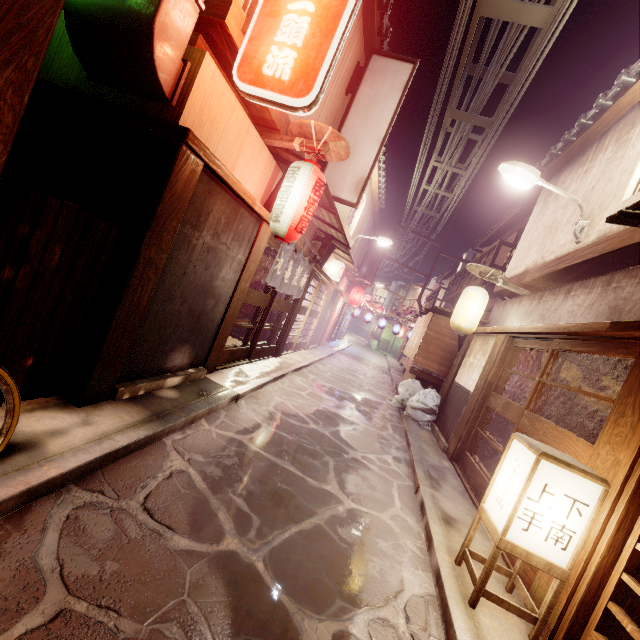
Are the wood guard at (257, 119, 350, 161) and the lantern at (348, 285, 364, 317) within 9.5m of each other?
no

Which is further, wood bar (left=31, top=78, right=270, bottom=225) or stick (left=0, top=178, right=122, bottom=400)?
wood bar (left=31, top=78, right=270, bottom=225)

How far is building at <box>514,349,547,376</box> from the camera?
11.8 meters

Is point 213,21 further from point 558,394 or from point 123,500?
point 558,394

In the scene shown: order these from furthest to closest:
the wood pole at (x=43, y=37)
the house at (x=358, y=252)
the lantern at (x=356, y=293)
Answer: the lantern at (x=356, y=293)
the house at (x=358, y=252)
the wood pole at (x=43, y=37)

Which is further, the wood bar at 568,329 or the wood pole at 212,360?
the wood pole at 212,360

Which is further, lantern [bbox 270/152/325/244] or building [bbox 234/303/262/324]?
building [bbox 234/303/262/324]

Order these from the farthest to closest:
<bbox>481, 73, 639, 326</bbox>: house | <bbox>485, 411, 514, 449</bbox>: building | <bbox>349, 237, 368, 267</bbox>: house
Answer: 1. <bbox>349, 237, 368, 267</bbox>: house
2. <bbox>485, 411, 514, 449</bbox>: building
3. <bbox>481, 73, 639, 326</bbox>: house
